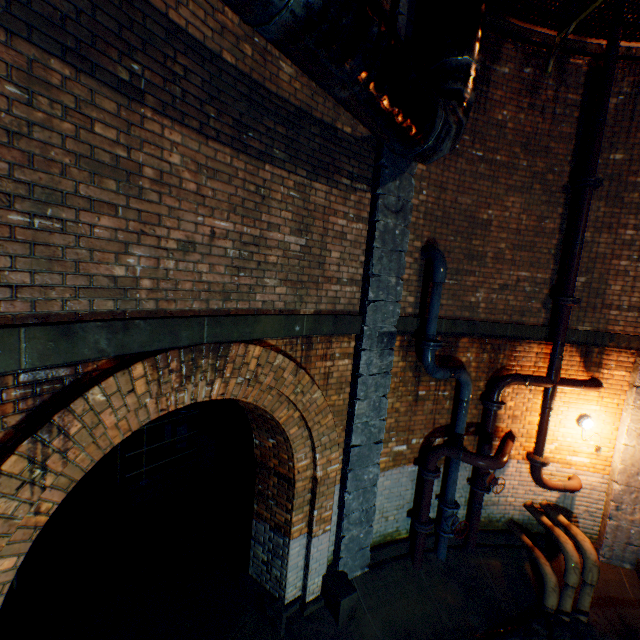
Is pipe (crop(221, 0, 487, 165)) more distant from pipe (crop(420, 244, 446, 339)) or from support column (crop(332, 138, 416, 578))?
pipe (crop(420, 244, 446, 339))

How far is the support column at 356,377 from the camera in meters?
4.7

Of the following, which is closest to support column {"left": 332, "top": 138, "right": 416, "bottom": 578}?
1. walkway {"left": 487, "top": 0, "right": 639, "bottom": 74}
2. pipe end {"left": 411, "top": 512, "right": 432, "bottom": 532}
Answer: walkway {"left": 487, "top": 0, "right": 639, "bottom": 74}

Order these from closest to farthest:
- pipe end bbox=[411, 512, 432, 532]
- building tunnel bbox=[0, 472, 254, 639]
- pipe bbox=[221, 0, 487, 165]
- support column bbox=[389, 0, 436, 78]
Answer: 1. pipe bbox=[221, 0, 487, 165]
2. support column bbox=[389, 0, 436, 78]
3. building tunnel bbox=[0, 472, 254, 639]
4. pipe end bbox=[411, 512, 432, 532]

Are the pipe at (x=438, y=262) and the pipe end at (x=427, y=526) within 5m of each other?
yes

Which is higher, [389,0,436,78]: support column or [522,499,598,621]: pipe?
[389,0,436,78]: support column

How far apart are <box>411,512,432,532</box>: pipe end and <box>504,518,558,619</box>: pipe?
1.9 meters

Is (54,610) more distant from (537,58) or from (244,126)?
(537,58)
